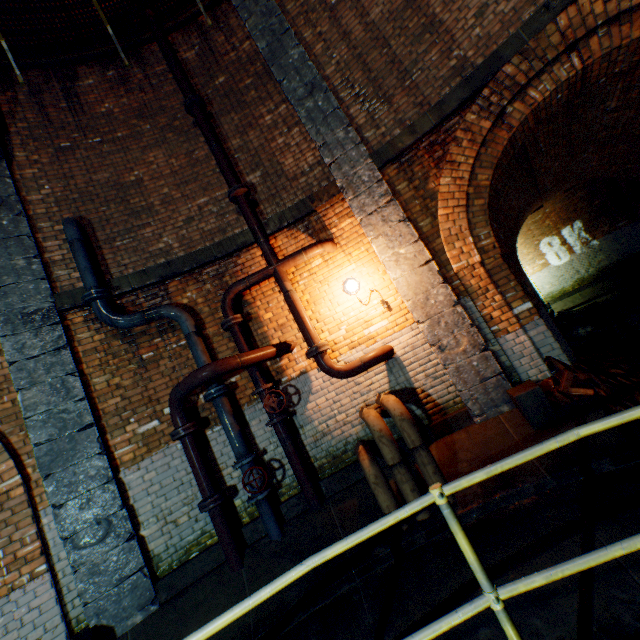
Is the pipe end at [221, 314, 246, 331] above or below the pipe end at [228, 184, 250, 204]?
below

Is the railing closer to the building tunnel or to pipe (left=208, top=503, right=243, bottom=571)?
pipe (left=208, top=503, right=243, bottom=571)

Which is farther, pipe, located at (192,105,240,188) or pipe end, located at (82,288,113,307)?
pipe, located at (192,105,240,188)

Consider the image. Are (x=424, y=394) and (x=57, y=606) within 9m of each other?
yes

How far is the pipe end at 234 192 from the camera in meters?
5.3

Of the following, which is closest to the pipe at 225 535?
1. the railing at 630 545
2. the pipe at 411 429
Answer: the pipe at 411 429

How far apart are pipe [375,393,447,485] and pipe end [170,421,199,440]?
2.27m

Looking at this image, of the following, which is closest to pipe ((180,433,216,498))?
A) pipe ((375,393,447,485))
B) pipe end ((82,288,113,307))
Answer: pipe end ((82,288,113,307))
